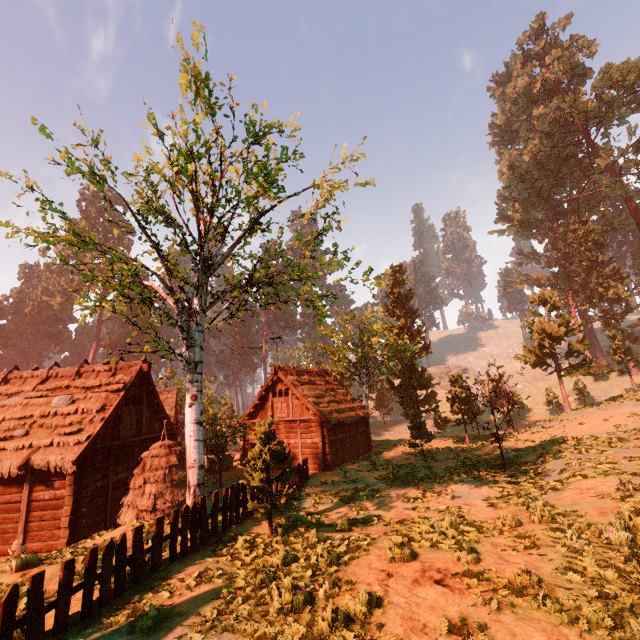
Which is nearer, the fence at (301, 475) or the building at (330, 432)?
the fence at (301, 475)

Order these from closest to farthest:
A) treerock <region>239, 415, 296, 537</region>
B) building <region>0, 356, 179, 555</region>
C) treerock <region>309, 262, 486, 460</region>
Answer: treerock <region>239, 415, 296, 537</region>, building <region>0, 356, 179, 555</region>, treerock <region>309, 262, 486, 460</region>

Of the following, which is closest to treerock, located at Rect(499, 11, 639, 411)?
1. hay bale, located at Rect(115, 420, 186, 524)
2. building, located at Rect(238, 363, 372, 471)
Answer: building, located at Rect(238, 363, 372, 471)

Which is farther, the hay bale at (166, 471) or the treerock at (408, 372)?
the treerock at (408, 372)

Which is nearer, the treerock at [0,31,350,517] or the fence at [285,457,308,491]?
the treerock at [0,31,350,517]

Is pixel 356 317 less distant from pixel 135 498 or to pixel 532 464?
pixel 532 464

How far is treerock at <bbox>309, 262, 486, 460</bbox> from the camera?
28.47m
